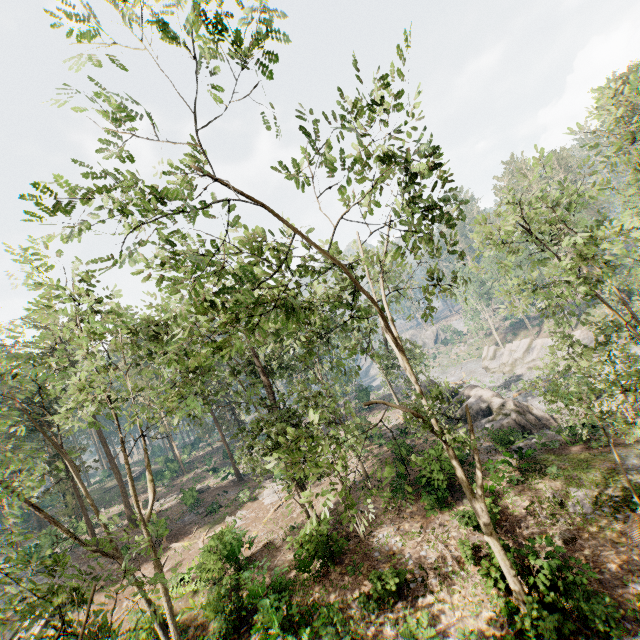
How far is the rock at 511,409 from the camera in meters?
20.6 m

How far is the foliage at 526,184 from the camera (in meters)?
13.22

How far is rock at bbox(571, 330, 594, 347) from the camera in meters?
40.6 m

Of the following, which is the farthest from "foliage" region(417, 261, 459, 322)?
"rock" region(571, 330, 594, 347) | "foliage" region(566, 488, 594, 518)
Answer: Answer: "foliage" region(566, 488, 594, 518)

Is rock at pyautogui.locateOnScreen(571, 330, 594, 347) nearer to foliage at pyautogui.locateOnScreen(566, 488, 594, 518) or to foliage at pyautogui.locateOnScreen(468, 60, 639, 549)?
foliage at pyautogui.locateOnScreen(468, 60, 639, 549)

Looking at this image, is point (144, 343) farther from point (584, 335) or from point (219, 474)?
point (584, 335)
